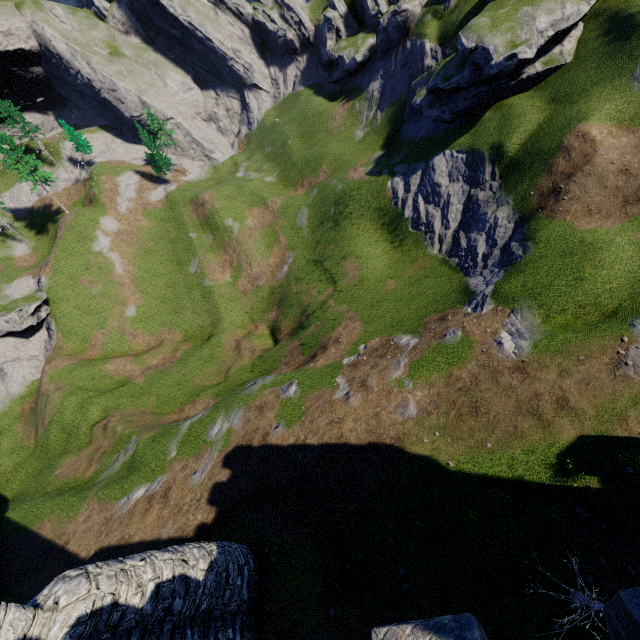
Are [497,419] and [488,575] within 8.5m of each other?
yes
